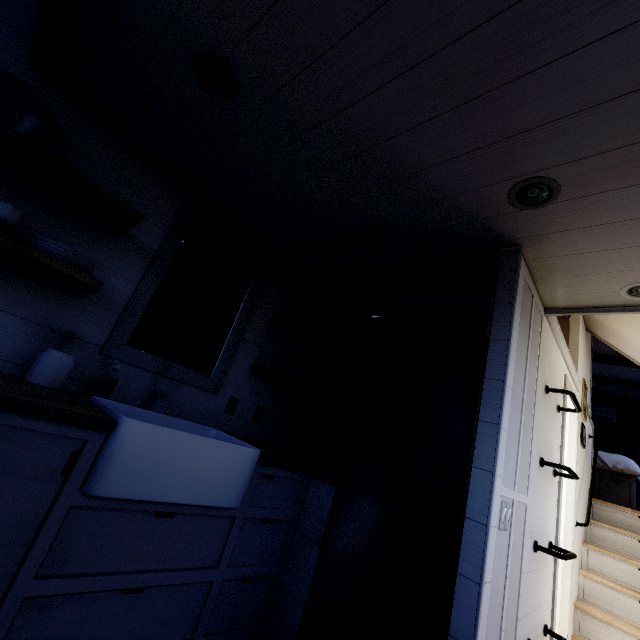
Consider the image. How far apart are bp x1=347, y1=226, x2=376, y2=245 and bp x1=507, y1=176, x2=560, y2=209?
0.8m

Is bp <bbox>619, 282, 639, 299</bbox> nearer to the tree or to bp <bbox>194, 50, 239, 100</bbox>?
the tree

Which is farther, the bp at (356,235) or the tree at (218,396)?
the bp at (356,235)

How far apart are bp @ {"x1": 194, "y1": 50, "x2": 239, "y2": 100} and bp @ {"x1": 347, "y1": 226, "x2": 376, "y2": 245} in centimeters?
100cm

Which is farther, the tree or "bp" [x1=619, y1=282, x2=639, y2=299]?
"bp" [x1=619, y1=282, x2=639, y2=299]

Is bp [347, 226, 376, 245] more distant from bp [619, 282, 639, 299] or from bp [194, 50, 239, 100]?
bp [619, 282, 639, 299]

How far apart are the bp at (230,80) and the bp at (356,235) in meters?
1.0

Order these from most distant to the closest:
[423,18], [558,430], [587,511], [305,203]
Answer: [587,511]
[558,430]
[305,203]
[423,18]
